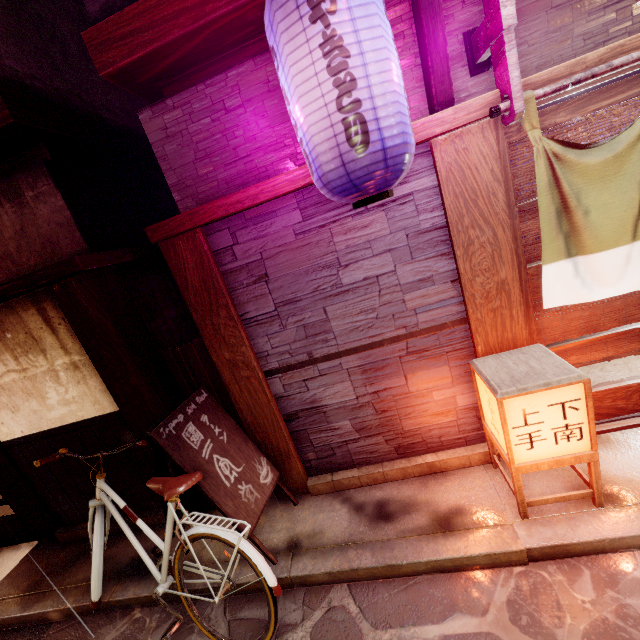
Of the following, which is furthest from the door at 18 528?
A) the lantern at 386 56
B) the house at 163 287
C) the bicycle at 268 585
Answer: the lantern at 386 56

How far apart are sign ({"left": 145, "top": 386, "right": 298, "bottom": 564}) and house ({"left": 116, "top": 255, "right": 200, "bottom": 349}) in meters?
1.5

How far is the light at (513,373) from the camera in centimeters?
389cm

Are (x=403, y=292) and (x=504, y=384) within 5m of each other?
yes

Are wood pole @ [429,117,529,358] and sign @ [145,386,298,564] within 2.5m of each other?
no

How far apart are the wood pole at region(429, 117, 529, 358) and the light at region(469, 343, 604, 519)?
0.20m

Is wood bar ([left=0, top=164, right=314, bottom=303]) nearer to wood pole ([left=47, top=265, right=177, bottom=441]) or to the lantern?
the lantern

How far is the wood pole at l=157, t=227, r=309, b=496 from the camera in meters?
4.9 m
